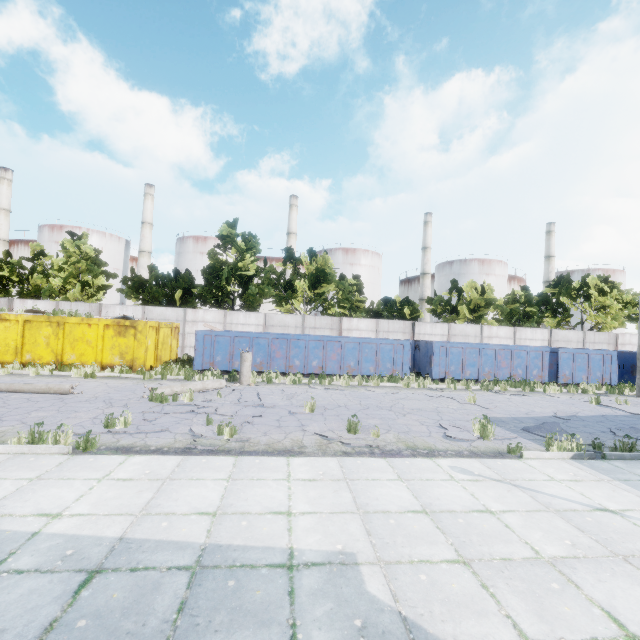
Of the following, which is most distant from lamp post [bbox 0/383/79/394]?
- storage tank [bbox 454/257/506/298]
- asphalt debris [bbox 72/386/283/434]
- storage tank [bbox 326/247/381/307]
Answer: storage tank [bbox 454/257/506/298]

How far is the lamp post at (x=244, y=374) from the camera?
14.2m

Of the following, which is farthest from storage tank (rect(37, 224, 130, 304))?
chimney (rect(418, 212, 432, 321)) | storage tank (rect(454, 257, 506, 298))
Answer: storage tank (rect(454, 257, 506, 298))

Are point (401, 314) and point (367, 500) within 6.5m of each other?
no

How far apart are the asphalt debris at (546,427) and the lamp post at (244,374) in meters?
10.3

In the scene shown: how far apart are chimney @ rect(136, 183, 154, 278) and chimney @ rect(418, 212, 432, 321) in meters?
46.5 m

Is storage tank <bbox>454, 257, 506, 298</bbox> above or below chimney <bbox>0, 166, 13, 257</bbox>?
below

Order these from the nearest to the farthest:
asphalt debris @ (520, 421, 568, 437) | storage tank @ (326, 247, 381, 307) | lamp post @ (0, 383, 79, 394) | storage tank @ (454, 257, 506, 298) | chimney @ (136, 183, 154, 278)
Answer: asphalt debris @ (520, 421, 568, 437) < lamp post @ (0, 383, 79, 394) < chimney @ (136, 183, 154, 278) < storage tank @ (326, 247, 381, 307) < storage tank @ (454, 257, 506, 298)
